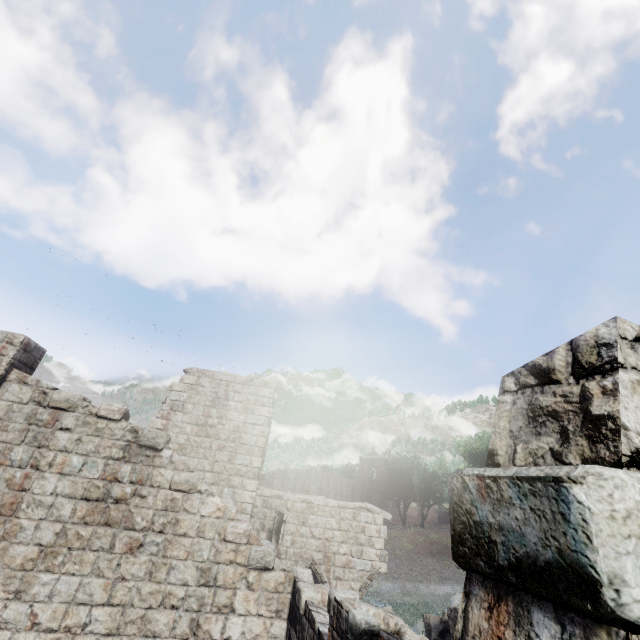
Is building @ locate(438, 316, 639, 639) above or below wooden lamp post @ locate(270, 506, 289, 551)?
above

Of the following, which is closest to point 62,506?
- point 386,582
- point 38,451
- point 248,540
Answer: point 38,451

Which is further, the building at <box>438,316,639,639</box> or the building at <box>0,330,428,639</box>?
the building at <box>0,330,428,639</box>

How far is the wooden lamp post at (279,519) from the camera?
11.47m

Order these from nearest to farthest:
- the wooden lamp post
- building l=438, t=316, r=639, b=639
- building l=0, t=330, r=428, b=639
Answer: building l=438, t=316, r=639, b=639 → building l=0, t=330, r=428, b=639 → the wooden lamp post

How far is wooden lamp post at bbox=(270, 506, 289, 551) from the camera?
11.5m

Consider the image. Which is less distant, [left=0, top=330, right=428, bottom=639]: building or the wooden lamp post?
[left=0, top=330, right=428, bottom=639]: building

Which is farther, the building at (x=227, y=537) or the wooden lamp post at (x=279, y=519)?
the wooden lamp post at (x=279, y=519)
